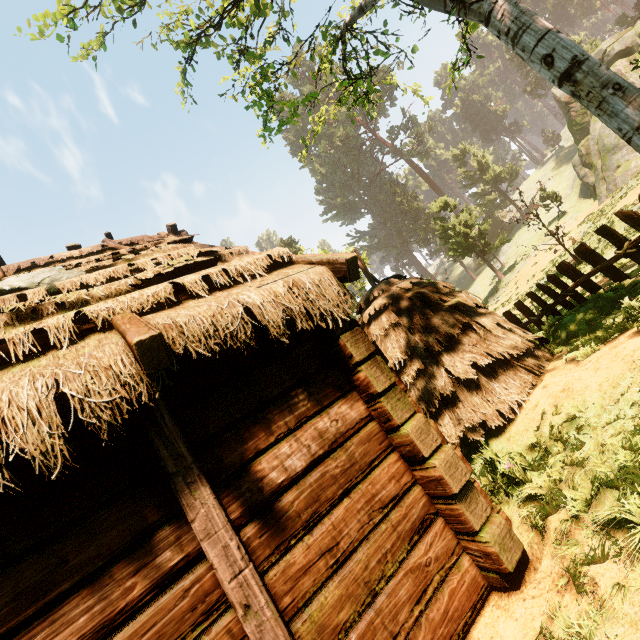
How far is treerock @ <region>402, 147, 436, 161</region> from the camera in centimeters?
5612cm

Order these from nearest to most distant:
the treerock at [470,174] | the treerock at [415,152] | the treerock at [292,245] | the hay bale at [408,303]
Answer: the hay bale at [408,303] < the treerock at [292,245] < the treerock at [470,174] < the treerock at [415,152]

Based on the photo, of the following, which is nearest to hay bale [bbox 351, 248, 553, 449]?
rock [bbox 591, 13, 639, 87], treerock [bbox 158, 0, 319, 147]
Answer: treerock [bbox 158, 0, 319, 147]

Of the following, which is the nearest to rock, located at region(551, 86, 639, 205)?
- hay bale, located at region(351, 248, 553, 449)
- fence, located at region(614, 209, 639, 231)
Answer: fence, located at region(614, 209, 639, 231)

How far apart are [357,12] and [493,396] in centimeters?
920cm

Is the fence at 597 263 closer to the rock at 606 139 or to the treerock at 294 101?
the treerock at 294 101

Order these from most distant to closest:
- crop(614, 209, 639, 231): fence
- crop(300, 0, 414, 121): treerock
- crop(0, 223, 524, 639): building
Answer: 1. crop(300, 0, 414, 121): treerock
2. crop(614, 209, 639, 231): fence
3. crop(0, 223, 524, 639): building
